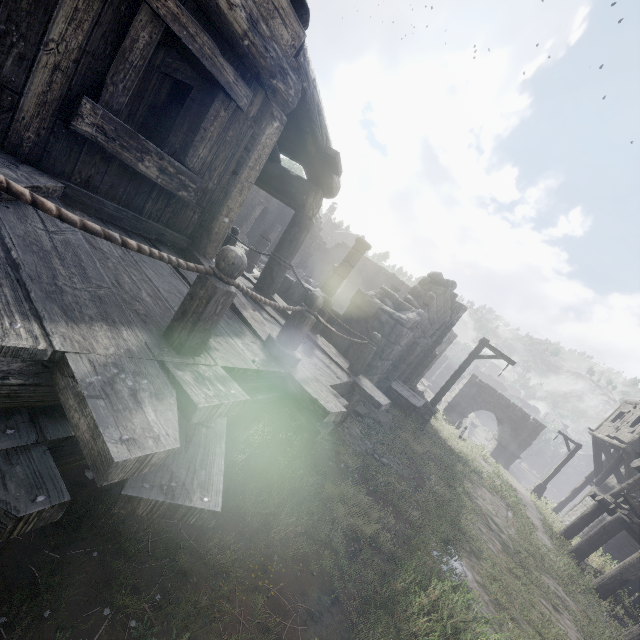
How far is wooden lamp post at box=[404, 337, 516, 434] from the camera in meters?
12.4

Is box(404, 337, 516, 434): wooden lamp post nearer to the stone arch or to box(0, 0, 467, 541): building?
box(0, 0, 467, 541): building

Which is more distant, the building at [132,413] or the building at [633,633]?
the building at [633,633]

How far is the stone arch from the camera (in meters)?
29.81

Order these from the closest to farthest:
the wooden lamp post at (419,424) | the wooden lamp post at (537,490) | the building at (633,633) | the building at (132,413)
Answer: the building at (132,413) < the building at (633,633) < the wooden lamp post at (419,424) < the wooden lamp post at (537,490)

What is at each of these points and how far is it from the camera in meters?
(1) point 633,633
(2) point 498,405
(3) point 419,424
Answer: (1) building, 7.9
(2) stone arch, 30.8
(3) wooden lamp post, 12.2

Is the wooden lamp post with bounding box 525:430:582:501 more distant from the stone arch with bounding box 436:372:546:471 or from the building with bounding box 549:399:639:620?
the stone arch with bounding box 436:372:546:471

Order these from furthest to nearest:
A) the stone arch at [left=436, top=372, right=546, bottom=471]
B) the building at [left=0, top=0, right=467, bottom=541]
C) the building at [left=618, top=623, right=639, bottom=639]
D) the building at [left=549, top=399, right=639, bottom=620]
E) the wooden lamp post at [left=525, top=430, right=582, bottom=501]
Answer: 1. the stone arch at [left=436, top=372, right=546, bottom=471]
2. the wooden lamp post at [left=525, top=430, right=582, bottom=501]
3. the building at [left=549, top=399, right=639, bottom=620]
4. the building at [left=618, top=623, right=639, bottom=639]
5. the building at [left=0, top=0, right=467, bottom=541]
